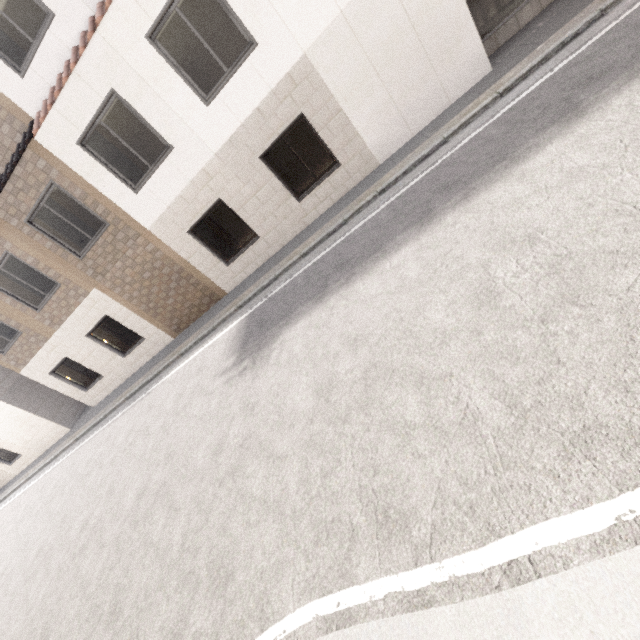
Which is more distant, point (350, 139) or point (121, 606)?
point (350, 139)
